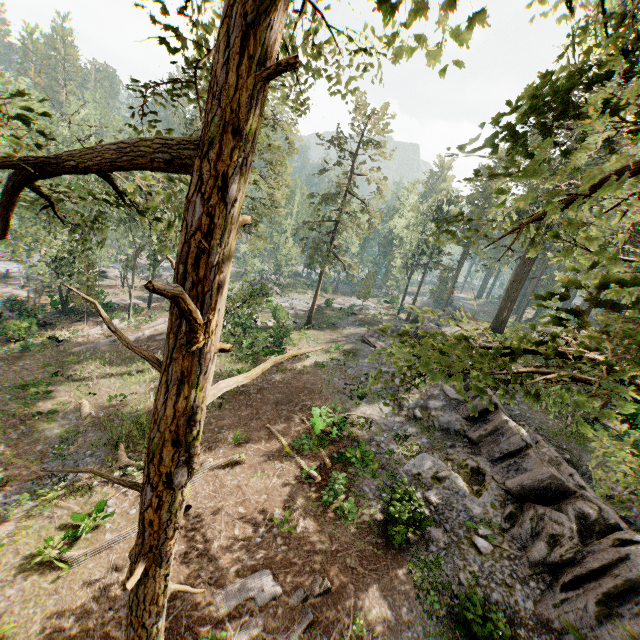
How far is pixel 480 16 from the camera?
3.01m

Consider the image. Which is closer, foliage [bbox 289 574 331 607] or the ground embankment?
foliage [bbox 289 574 331 607]

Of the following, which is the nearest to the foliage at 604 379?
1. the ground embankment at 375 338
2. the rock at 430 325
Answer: the rock at 430 325

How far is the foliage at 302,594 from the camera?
10.2m

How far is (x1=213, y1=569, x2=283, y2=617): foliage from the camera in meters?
9.9 m

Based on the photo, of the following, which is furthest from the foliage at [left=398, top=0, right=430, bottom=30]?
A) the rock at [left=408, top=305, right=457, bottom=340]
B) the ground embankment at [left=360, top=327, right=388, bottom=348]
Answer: the ground embankment at [left=360, top=327, right=388, bottom=348]
